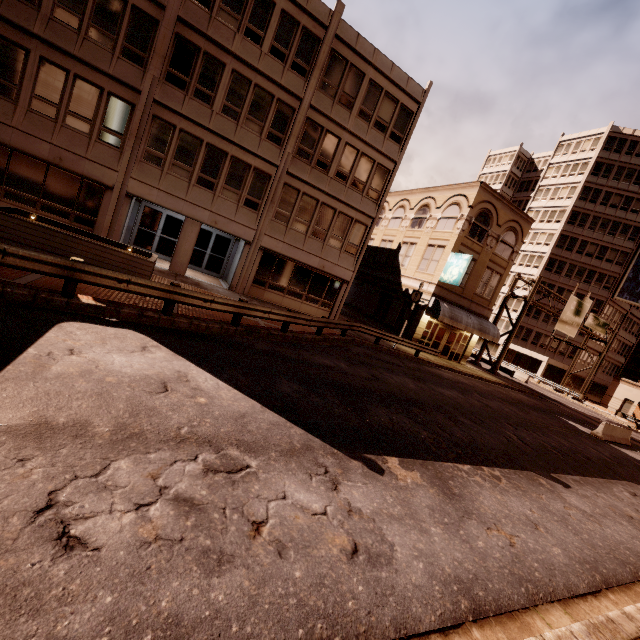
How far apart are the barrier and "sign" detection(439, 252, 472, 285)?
11.7 meters

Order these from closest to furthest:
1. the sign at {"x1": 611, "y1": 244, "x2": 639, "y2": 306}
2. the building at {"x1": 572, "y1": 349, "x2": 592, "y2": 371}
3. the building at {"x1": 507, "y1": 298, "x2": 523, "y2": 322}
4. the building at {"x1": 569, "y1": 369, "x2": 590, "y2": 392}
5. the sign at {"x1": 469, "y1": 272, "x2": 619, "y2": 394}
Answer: the sign at {"x1": 469, "y1": 272, "x2": 619, "y2": 394}, the sign at {"x1": 611, "y1": 244, "x2": 639, "y2": 306}, the building at {"x1": 572, "y1": 349, "x2": 592, "y2": 371}, the building at {"x1": 569, "y1": 369, "x2": 590, "y2": 392}, the building at {"x1": 507, "y1": 298, "x2": 523, "y2": 322}

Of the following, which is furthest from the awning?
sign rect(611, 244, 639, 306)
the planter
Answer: sign rect(611, 244, 639, 306)

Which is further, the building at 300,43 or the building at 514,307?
the building at 514,307

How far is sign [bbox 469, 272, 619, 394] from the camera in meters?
31.2 m

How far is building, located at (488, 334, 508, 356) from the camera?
51.7 meters

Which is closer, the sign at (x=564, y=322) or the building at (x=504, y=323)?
the sign at (x=564, y=322)

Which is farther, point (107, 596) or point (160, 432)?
point (160, 432)
